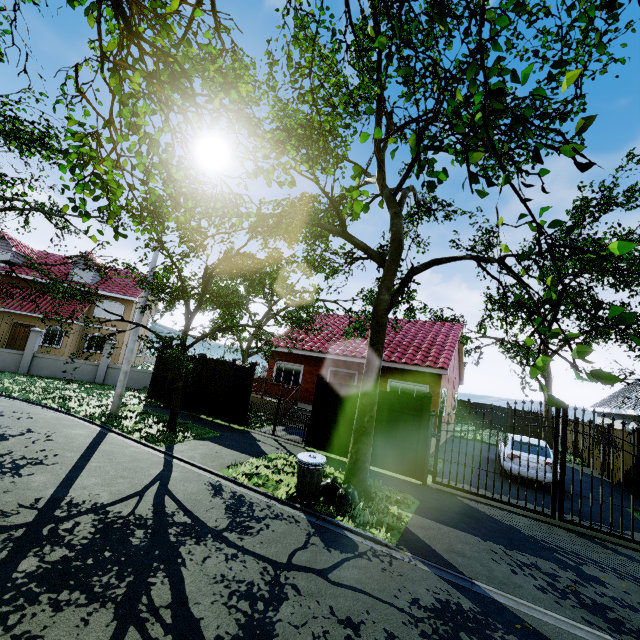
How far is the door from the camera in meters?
17.1 m

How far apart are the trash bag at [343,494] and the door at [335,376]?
9.1 meters

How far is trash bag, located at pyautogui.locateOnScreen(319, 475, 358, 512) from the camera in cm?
689

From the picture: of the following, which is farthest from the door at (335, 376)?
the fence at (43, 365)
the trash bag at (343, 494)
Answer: the trash bag at (343, 494)

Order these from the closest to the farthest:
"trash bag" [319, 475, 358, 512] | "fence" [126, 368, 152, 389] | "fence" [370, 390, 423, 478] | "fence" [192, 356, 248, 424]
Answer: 1. "trash bag" [319, 475, 358, 512]
2. "fence" [370, 390, 423, 478]
3. "fence" [192, 356, 248, 424]
4. "fence" [126, 368, 152, 389]

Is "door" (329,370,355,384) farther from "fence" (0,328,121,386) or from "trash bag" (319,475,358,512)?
"trash bag" (319,475,358,512)

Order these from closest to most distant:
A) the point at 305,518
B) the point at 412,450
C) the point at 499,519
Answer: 1. the point at 305,518
2. the point at 499,519
3. the point at 412,450

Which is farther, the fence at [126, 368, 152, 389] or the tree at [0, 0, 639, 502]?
the fence at [126, 368, 152, 389]
